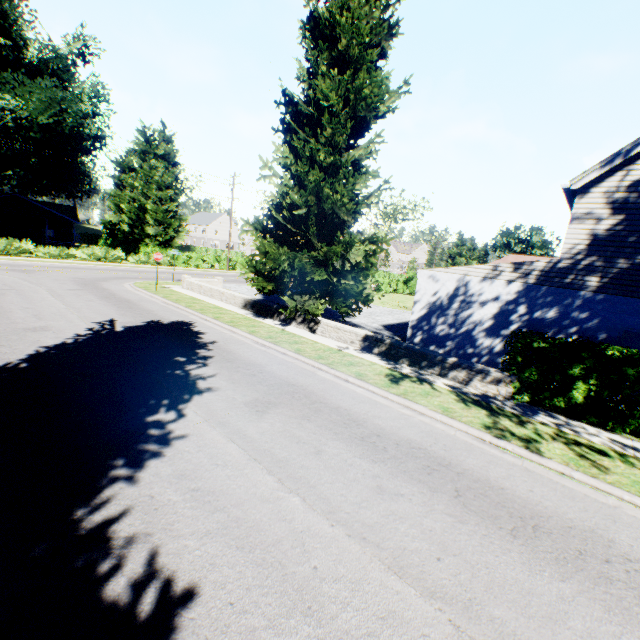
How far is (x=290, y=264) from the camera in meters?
13.4

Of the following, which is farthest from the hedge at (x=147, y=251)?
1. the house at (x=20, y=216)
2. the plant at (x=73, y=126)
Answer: the house at (x=20, y=216)

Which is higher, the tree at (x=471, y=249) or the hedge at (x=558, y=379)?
the tree at (x=471, y=249)

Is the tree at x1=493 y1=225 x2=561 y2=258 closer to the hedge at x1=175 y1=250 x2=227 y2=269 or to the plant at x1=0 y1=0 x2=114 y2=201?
the hedge at x1=175 y1=250 x2=227 y2=269

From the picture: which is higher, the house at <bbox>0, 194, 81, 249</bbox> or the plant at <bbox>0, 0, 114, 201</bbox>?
the plant at <bbox>0, 0, 114, 201</bbox>

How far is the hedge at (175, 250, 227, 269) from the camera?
37.4m

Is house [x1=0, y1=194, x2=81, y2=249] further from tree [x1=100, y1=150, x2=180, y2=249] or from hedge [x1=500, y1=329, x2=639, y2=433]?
hedge [x1=500, y1=329, x2=639, y2=433]

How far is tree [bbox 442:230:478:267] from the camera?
53.67m
